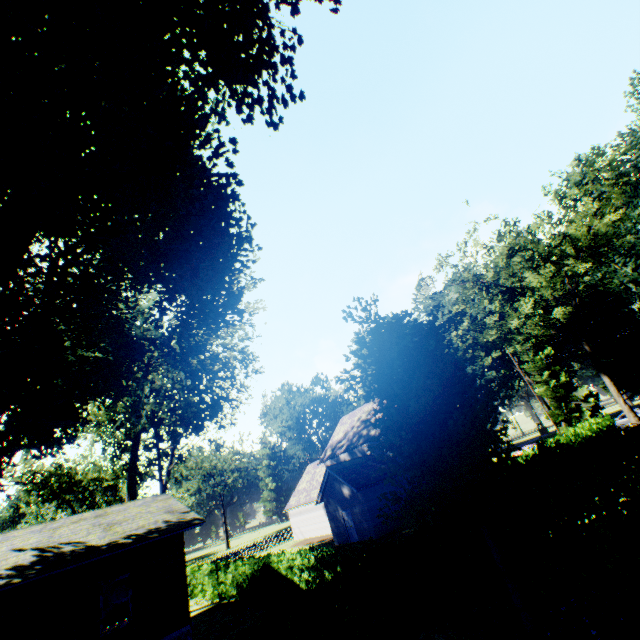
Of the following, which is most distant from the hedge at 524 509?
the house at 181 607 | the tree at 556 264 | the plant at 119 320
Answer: the tree at 556 264

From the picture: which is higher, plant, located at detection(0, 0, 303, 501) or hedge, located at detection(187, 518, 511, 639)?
plant, located at detection(0, 0, 303, 501)

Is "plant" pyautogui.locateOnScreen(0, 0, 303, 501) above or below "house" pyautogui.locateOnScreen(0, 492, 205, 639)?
above

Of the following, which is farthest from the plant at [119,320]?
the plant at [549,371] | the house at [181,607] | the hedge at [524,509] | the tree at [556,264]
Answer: the plant at [549,371]

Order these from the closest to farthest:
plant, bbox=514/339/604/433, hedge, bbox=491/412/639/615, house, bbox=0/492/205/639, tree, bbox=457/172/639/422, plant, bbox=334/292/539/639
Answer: hedge, bbox=491/412/639/615, plant, bbox=334/292/539/639, house, bbox=0/492/205/639, tree, bbox=457/172/639/422, plant, bbox=514/339/604/433

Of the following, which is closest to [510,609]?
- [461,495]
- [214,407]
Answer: [461,495]

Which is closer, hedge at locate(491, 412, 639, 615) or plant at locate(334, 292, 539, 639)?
hedge at locate(491, 412, 639, 615)

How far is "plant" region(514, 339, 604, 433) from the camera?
45.5m
